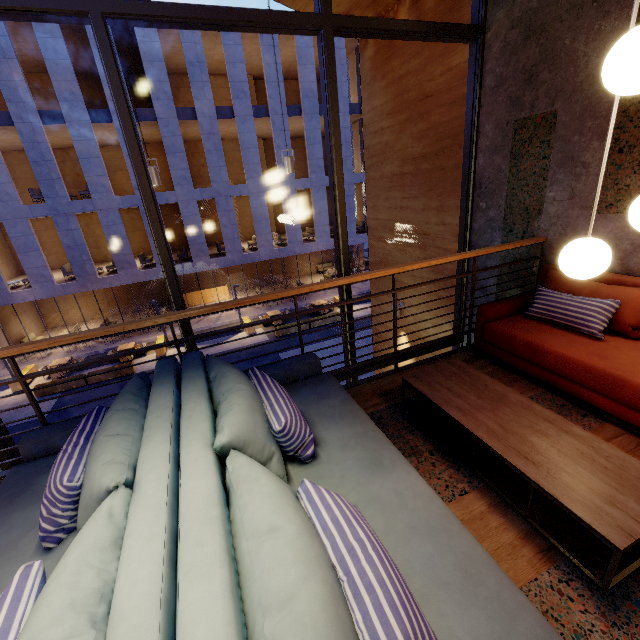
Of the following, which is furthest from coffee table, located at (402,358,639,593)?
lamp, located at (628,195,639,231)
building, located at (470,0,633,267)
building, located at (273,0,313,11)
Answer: building, located at (273,0,313,11)

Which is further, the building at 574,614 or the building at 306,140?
the building at 306,140

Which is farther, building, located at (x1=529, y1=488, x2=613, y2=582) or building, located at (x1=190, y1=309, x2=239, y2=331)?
building, located at (x1=190, y1=309, x2=239, y2=331)

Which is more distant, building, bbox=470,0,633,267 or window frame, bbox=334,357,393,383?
window frame, bbox=334,357,393,383

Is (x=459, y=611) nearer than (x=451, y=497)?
Yes

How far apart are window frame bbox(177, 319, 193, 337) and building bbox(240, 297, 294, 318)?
16.8m

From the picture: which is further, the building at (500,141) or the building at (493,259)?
the building at (493,259)

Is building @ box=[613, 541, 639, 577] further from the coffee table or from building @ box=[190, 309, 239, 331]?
building @ box=[190, 309, 239, 331]
